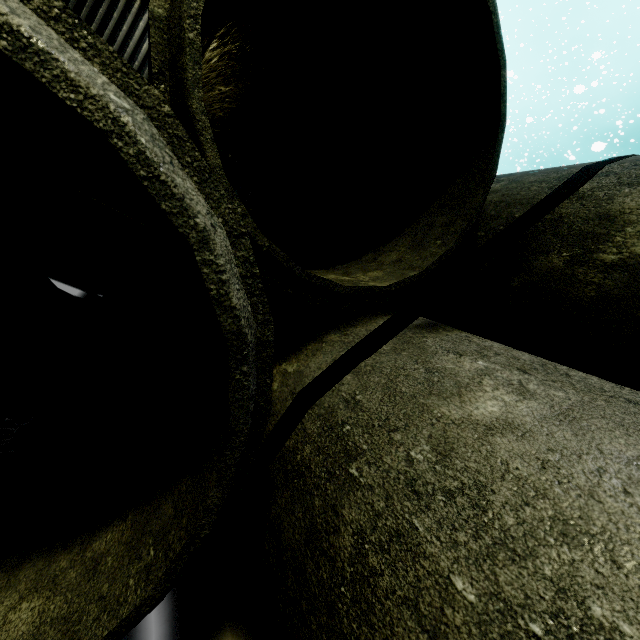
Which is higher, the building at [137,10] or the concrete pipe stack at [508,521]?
the building at [137,10]

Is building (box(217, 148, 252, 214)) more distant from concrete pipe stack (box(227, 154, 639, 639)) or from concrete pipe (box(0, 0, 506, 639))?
concrete pipe (box(0, 0, 506, 639))

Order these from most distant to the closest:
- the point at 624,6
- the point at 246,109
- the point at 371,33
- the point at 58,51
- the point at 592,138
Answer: the point at 592,138 < the point at 624,6 < the point at 246,109 < the point at 371,33 < the point at 58,51

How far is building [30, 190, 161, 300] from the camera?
5.48m

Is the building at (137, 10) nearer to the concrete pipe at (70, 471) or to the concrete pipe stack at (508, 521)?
the concrete pipe stack at (508, 521)

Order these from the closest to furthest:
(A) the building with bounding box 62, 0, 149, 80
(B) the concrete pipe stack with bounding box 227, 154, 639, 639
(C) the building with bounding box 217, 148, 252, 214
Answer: (B) the concrete pipe stack with bounding box 227, 154, 639, 639 < (A) the building with bounding box 62, 0, 149, 80 < (C) the building with bounding box 217, 148, 252, 214

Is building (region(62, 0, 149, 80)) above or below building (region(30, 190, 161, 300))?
above
